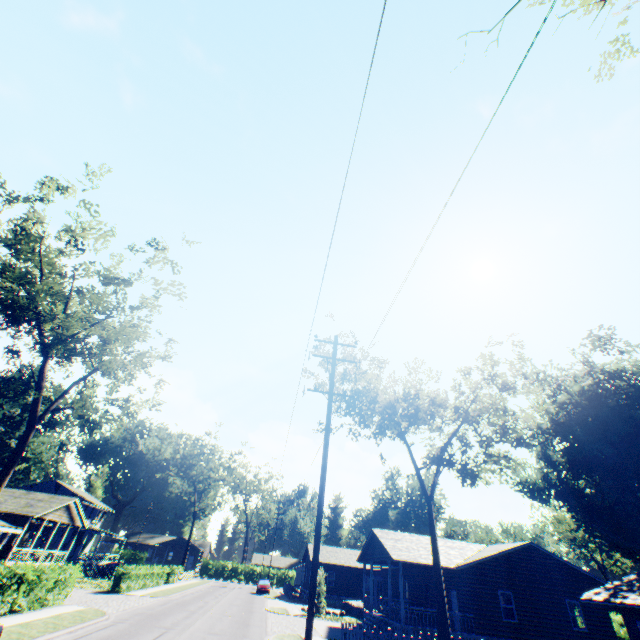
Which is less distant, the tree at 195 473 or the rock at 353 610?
the rock at 353 610

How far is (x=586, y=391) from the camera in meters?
38.5 m

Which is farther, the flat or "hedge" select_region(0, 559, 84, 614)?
the flat

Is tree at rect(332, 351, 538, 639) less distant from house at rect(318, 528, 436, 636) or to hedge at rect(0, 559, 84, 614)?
house at rect(318, 528, 436, 636)

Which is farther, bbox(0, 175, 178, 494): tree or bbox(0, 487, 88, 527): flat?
bbox(0, 487, 88, 527): flat

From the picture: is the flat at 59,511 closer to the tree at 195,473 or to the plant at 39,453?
the plant at 39,453

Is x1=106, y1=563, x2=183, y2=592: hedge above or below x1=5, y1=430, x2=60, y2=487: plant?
below

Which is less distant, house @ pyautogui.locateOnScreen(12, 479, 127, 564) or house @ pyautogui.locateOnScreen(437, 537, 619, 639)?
house @ pyautogui.locateOnScreen(437, 537, 619, 639)
